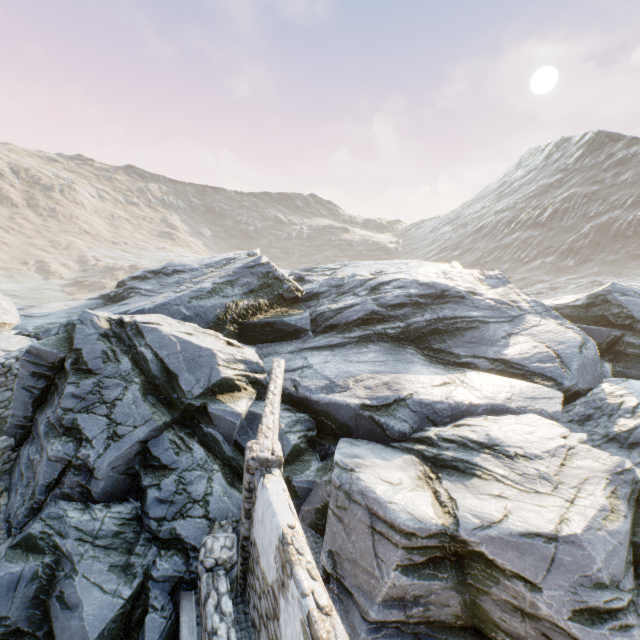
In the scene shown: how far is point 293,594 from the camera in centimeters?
430cm

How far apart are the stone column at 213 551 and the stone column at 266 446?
0.08m

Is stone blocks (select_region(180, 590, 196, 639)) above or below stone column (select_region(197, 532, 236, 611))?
→ below

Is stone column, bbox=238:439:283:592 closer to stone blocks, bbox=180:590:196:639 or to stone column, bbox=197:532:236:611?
stone column, bbox=197:532:236:611

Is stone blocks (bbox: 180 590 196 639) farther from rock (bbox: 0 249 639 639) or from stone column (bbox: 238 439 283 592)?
stone column (bbox: 238 439 283 592)

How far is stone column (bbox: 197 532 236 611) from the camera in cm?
624

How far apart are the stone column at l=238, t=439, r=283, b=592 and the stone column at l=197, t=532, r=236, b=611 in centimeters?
8cm

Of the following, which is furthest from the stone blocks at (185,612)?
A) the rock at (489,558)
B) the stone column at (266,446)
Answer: the stone column at (266,446)
